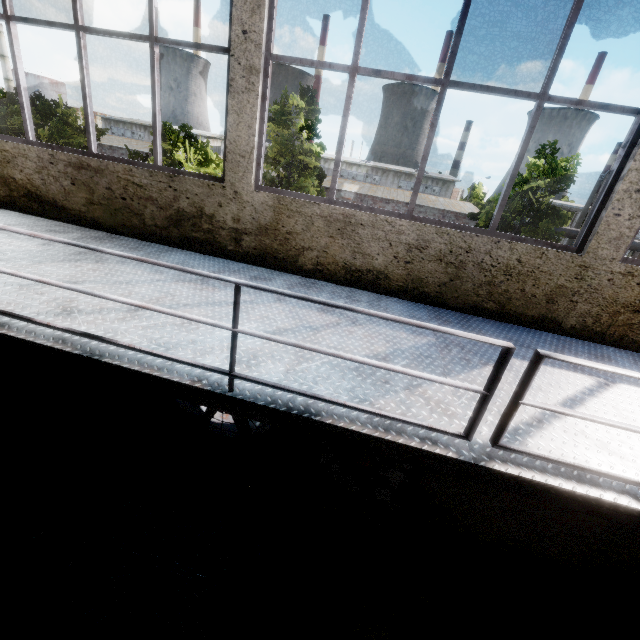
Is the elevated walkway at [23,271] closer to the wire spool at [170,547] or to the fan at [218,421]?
the fan at [218,421]

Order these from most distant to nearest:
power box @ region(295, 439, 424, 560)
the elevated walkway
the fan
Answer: the fan
power box @ region(295, 439, 424, 560)
the elevated walkway

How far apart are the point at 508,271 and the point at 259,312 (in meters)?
2.80

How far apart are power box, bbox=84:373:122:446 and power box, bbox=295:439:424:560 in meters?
3.3 m

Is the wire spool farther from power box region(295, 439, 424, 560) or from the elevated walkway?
the elevated walkway

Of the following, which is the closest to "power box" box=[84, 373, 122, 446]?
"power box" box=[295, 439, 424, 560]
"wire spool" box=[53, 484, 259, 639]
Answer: "wire spool" box=[53, 484, 259, 639]

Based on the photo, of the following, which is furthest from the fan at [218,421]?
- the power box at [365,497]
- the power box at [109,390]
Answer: the power box at [109,390]

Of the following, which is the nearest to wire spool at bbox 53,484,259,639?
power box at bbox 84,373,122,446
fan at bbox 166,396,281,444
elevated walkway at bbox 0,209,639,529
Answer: fan at bbox 166,396,281,444
